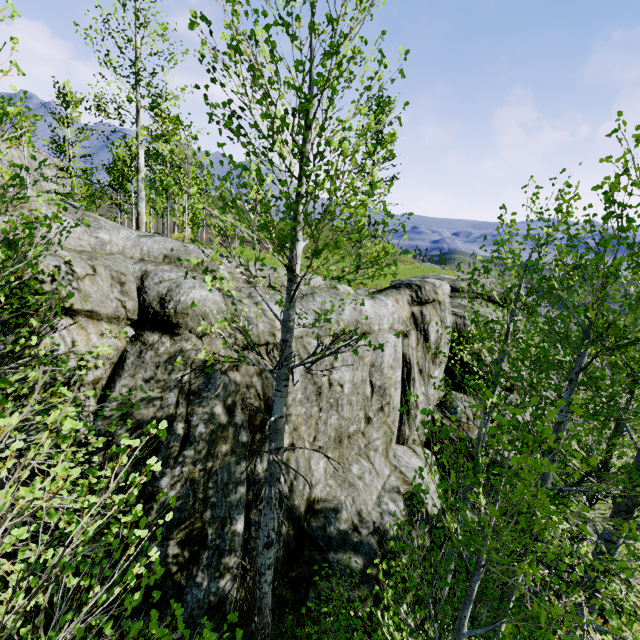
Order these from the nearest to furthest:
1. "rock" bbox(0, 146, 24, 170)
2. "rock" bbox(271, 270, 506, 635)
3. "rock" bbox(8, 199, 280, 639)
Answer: "rock" bbox(8, 199, 280, 639) < "rock" bbox(271, 270, 506, 635) < "rock" bbox(0, 146, 24, 170)

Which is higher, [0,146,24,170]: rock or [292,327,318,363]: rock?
[0,146,24,170]: rock

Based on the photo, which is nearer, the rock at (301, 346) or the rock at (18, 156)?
the rock at (301, 346)

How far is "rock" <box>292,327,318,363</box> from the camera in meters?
7.7

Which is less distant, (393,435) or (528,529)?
(528,529)

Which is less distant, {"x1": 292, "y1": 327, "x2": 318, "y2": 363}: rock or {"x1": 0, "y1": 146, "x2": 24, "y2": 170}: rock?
{"x1": 292, "y1": 327, "x2": 318, "y2": 363}: rock
